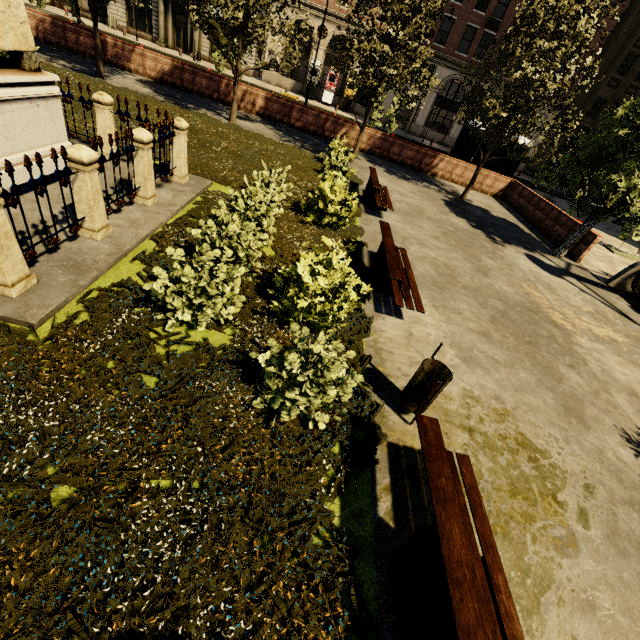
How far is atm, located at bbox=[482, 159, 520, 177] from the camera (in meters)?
18.77

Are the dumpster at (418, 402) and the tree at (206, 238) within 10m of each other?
yes

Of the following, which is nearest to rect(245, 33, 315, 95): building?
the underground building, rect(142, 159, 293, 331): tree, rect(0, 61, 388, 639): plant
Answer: rect(0, 61, 388, 639): plant

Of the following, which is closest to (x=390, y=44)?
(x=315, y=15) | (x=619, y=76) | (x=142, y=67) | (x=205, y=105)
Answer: (x=205, y=105)

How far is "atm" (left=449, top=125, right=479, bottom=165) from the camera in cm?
1828

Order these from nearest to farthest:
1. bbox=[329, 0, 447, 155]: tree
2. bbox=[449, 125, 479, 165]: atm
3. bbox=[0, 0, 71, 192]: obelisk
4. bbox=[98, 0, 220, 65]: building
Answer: bbox=[0, 0, 71, 192]: obelisk < bbox=[329, 0, 447, 155]: tree < bbox=[449, 125, 479, 165]: atm < bbox=[98, 0, 220, 65]: building

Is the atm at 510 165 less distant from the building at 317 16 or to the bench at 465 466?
the building at 317 16

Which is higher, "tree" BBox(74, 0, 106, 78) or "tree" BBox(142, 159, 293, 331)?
"tree" BBox(74, 0, 106, 78)
